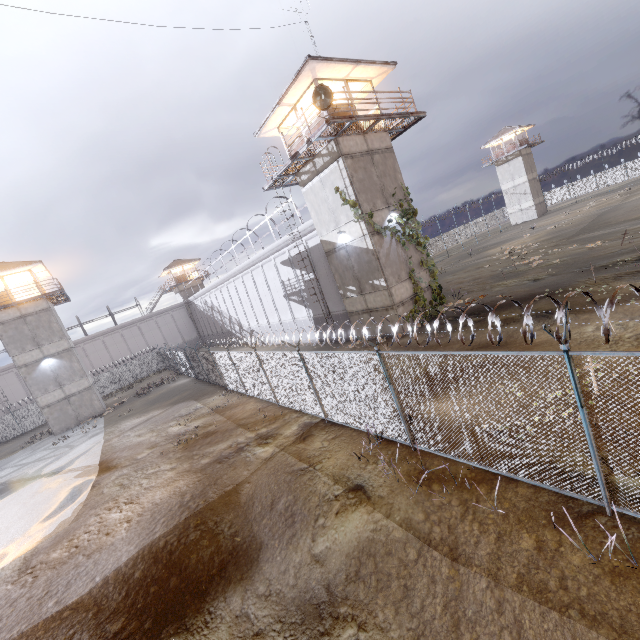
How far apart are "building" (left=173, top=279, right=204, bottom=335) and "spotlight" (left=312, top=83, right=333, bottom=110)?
45.2 meters

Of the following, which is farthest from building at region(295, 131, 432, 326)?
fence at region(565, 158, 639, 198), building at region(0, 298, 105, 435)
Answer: building at region(0, 298, 105, 435)

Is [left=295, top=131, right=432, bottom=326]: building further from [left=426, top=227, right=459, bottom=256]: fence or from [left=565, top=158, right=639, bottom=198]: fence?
[left=426, top=227, right=459, bottom=256]: fence

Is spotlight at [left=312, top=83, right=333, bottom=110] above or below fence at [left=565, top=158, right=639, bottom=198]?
above

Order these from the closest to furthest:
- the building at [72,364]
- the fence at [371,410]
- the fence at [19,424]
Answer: the fence at [371,410] → the building at [72,364] → the fence at [19,424]

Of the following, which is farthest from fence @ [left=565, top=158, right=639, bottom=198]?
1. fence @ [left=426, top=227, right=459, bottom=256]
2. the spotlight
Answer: fence @ [left=426, top=227, right=459, bottom=256]

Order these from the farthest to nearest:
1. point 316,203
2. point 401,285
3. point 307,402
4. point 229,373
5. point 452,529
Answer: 1. point 229,373
2. point 316,203
3. point 401,285
4. point 307,402
5. point 452,529

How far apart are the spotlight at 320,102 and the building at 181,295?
45.2 meters
